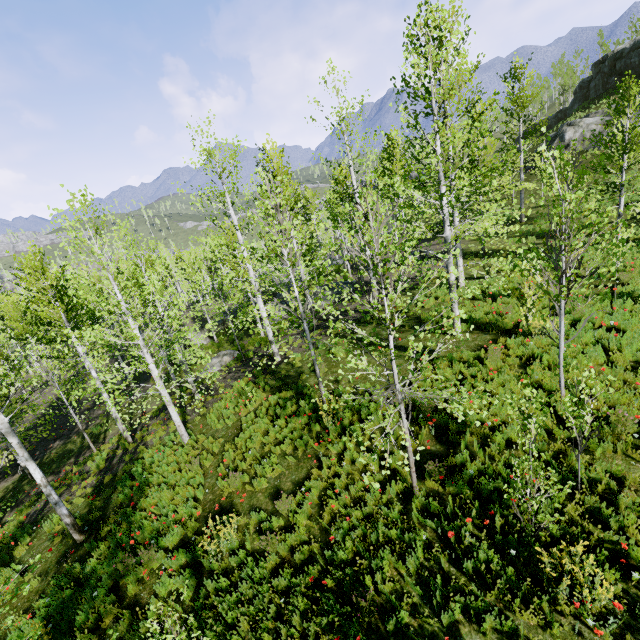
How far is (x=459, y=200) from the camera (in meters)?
8.60

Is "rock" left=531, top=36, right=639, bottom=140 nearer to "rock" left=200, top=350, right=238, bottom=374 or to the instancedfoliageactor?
"rock" left=200, top=350, right=238, bottom=374

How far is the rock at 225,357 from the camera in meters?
21.6 m

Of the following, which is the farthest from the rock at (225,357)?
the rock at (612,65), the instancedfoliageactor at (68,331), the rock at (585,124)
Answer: the instancedfoliageactor at (68,331)

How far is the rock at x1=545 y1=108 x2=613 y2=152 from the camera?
30.15m

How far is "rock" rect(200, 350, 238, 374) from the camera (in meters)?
21.56

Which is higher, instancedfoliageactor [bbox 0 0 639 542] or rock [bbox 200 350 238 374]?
instancedfoliageactor [bbox 0 0 639 542]

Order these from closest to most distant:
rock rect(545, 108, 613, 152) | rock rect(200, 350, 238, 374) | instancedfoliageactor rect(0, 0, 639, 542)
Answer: instancedfoliageactor rect(0, 0, 639, 542)
rock rect(200, 350, 238, 374)
rock rect(545, 108, 613, 152)
